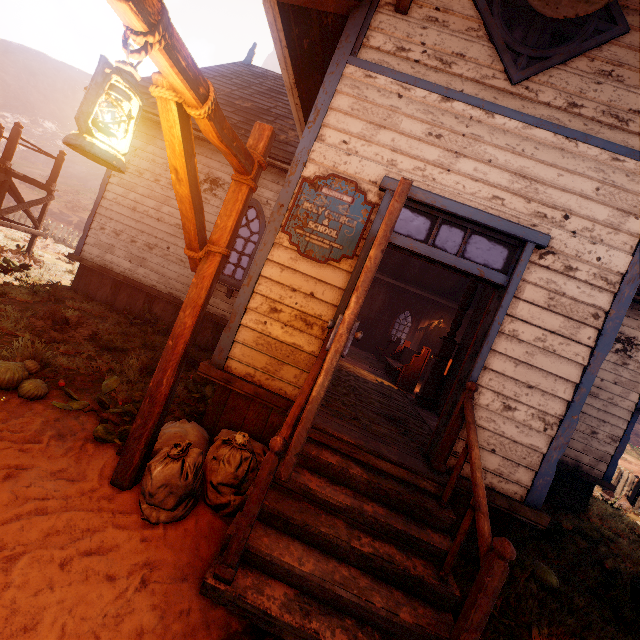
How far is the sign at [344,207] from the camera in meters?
3.7

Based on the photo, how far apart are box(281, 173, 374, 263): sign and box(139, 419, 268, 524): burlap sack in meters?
2.0 m

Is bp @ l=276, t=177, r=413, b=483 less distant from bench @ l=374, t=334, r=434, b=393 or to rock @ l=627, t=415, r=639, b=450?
bench @ l=374, t=334, r=434, b=393

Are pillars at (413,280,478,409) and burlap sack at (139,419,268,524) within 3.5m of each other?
no

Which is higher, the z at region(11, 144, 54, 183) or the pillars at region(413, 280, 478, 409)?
the z at region(11, 144, 54, 183)

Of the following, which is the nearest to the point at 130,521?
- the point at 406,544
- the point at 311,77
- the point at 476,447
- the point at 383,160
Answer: the point at 406,544

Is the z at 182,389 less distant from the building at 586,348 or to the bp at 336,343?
the building at 586,348

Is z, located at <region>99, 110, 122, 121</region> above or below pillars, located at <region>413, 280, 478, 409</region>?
above
